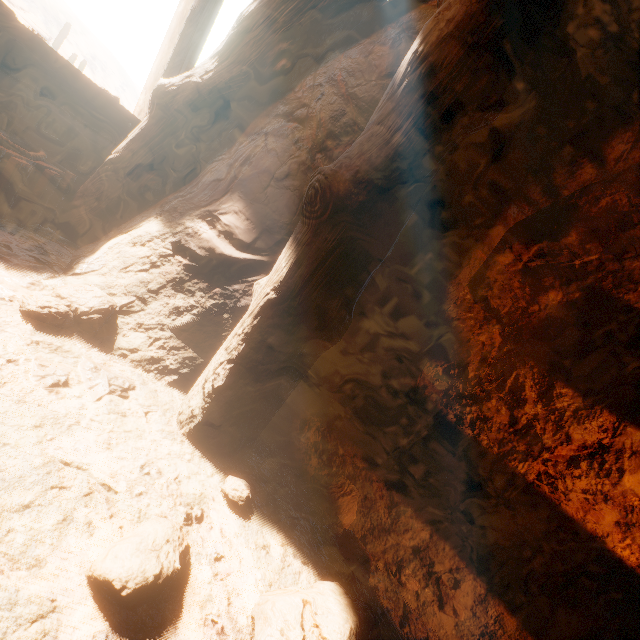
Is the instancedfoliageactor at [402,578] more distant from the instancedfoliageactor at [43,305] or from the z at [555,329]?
the instancedfoliageactor at [43,305]

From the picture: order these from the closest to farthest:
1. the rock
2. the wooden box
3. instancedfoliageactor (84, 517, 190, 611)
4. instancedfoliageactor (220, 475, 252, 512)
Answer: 1. instancedfoliageactor (84, 517, 190, 611)
2. instancedfoliageactor (220, 475, 252, 512)
3. the wooden box
4. the rock

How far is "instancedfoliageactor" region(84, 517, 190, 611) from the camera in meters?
0.8

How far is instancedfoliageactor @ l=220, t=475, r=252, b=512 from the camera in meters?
1.3

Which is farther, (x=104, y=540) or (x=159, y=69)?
(x=159, y=69)

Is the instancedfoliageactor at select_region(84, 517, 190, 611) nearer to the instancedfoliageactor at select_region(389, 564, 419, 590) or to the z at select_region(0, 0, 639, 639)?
the z at select_region(0, 0, 639, 639)

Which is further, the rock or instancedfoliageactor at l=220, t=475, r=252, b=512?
the rock

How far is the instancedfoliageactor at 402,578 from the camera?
1.5m
